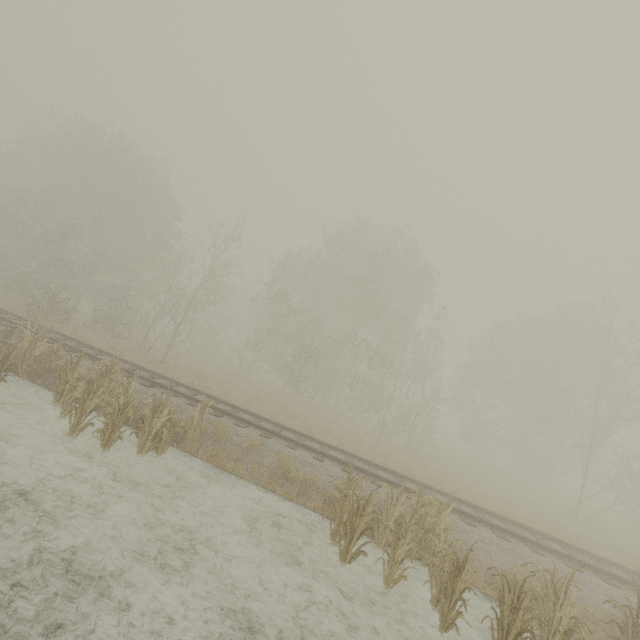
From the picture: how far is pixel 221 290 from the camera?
23.16m

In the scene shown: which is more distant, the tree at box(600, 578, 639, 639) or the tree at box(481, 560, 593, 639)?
the tree at box(600, 578, 639, 639)

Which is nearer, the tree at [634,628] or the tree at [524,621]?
the tree at [524,621]
